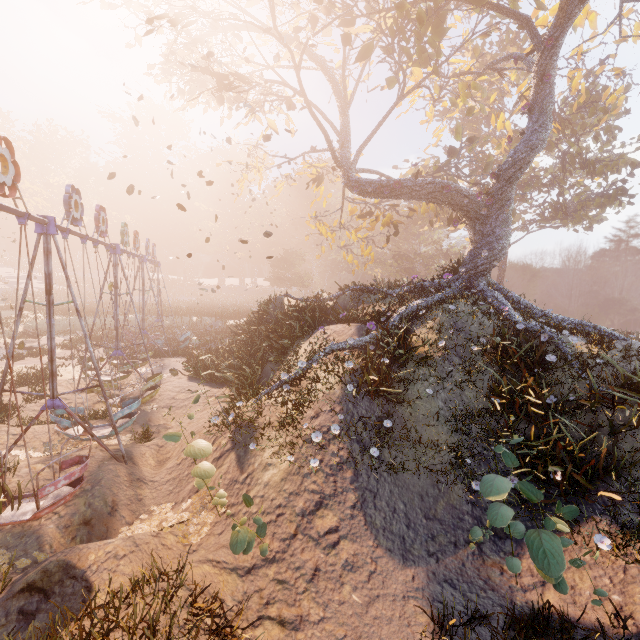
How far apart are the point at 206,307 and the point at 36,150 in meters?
47.5 m

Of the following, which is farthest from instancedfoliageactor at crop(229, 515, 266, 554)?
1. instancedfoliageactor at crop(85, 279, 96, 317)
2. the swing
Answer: instancedfoliageactor at crop(85, 279, 96, 317)

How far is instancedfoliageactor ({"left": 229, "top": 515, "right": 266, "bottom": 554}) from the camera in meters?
4.8 m

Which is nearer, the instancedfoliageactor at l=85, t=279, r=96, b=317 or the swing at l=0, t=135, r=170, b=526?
the swing at l=0, t=135, r=170, b=526

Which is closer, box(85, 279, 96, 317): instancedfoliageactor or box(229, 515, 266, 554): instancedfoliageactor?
box(229, 515, 266, 554): instancedfoliageactor

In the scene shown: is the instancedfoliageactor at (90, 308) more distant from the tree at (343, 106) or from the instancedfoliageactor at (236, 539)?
the instancedfoliageactor at (236, 539)

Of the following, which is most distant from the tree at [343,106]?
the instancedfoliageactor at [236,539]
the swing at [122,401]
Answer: the instancedfoliageactor at [236,539]

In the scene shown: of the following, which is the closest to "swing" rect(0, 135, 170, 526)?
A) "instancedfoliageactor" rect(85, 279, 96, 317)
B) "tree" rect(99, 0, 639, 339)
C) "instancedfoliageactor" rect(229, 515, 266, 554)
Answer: "instancedfoliageactor" rect(229, 515, 266, 554)
